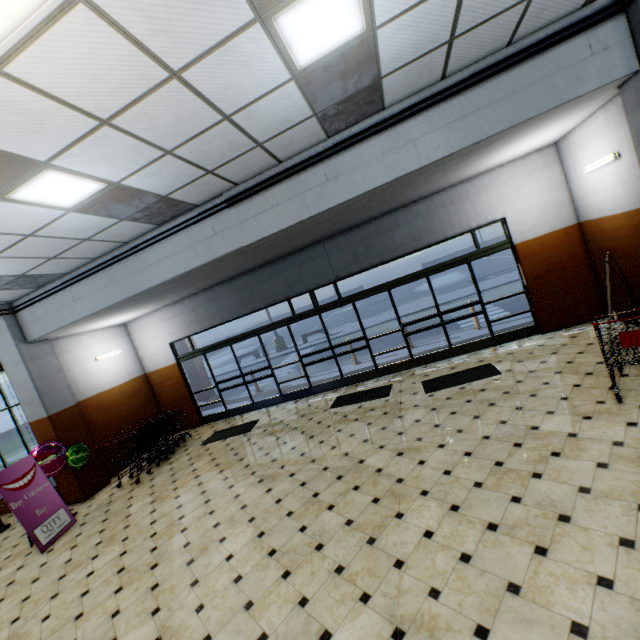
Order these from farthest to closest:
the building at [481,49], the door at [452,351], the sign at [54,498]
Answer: the door at [452,351] → the sign at [54,498] → the building at [481,49]

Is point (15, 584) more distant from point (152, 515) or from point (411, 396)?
point (411, 396)

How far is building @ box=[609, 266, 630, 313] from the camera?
6.27m

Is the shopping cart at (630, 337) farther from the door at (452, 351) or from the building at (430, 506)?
the door at (452, 351)

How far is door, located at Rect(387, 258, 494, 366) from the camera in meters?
7.9 m

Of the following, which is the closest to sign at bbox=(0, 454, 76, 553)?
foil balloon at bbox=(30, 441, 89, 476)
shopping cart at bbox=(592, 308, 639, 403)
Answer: foil balloon at bbox=(30, 441, 89, 476)

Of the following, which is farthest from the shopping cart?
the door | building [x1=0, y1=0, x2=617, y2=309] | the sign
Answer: the sign

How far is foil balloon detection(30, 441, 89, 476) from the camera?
6.8 meters
